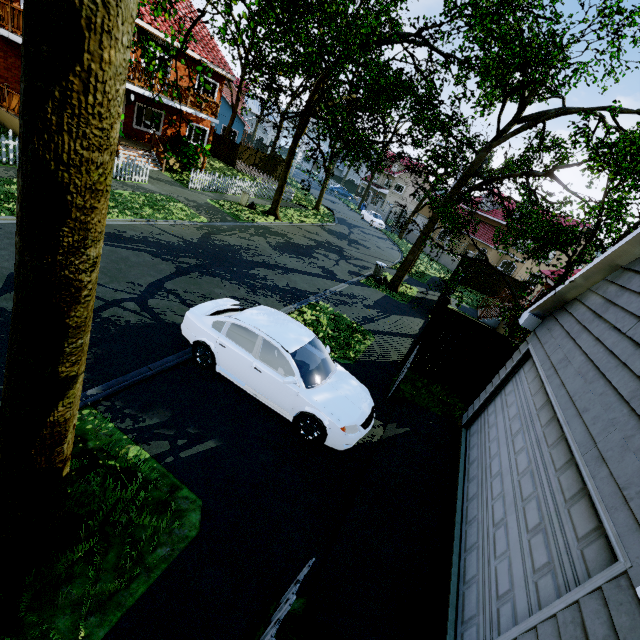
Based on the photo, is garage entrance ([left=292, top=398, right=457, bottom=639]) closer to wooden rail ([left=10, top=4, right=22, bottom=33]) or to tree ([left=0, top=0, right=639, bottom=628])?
tree ([left=0, top=0, right=639, bottom=628])

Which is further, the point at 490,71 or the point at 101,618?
the point at 490,71

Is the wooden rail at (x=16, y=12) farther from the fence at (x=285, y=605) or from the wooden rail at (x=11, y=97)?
the fence at (x=285, y=605)

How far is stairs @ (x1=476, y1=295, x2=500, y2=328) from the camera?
18.62m

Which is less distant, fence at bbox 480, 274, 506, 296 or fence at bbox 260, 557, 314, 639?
fence at bbox 260, 557, 314, 639

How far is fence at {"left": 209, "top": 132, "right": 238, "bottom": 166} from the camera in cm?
3039

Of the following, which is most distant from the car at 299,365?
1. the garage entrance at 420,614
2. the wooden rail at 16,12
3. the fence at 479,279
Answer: the fence at 479,279

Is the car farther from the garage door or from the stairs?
the stairs
